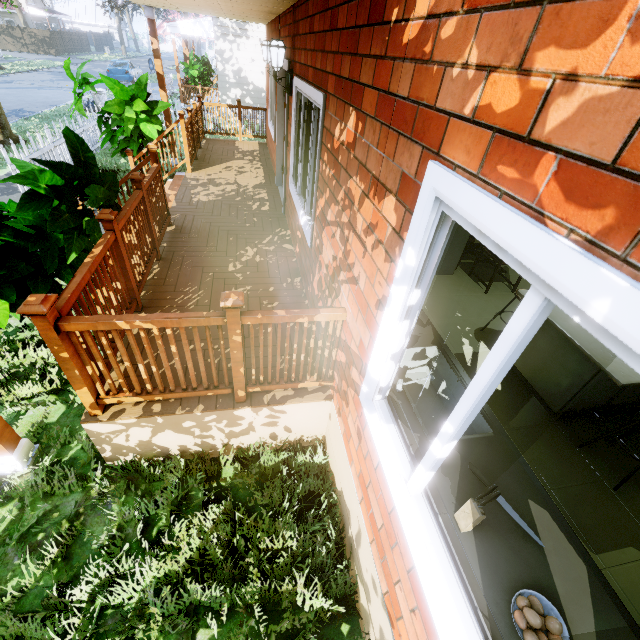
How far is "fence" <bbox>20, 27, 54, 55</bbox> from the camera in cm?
3509

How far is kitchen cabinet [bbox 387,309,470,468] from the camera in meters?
1.8 m

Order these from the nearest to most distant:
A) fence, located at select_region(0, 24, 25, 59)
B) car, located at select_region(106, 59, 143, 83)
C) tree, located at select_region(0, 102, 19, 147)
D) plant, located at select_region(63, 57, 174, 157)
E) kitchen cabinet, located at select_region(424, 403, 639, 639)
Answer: Result: kitchen cabinet, located at select_region(424, 403, 639, 639) < plant, located at select_region(63, 57, 174, 157) < tree, located at select_region(0, 102, 19, 147) < car, located at select_region(106, 59, 143, 83) < fence, located at select_region(0, 24, 25, 59)

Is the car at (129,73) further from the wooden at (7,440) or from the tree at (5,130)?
the wooden at (7,440)

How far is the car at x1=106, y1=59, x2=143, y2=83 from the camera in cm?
2303

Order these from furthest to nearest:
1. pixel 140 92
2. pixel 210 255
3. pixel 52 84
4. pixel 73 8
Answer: pixel 73 8, pixel 52 84, pixel 140 92, pixel 210 255

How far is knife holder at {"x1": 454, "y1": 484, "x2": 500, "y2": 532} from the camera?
1.2m

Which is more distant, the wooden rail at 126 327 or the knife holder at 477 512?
the wooden rail at 126 327
